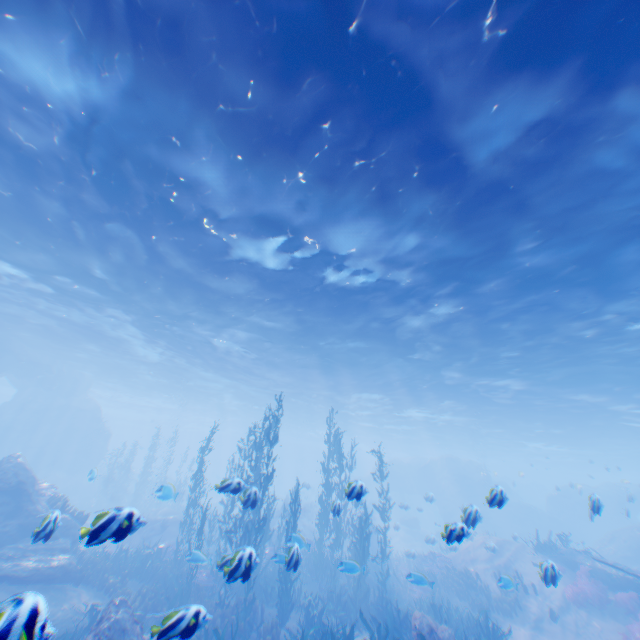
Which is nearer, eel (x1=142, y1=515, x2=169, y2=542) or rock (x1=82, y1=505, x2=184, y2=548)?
rock (x1=82, y1=505, x2=184, y2=548)

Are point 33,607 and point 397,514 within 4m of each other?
no

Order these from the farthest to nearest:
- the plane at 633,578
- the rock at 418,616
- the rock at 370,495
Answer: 1. the plane at 633,578
2. the rock at 418,616
3. the rock at 370,495

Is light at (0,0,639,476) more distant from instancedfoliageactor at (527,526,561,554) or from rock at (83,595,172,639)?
instancedfoliageactor at (527,526,561,554)

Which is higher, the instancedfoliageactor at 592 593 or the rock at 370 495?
the rock at 370 495

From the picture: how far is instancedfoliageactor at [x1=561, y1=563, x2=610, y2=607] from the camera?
14.18m

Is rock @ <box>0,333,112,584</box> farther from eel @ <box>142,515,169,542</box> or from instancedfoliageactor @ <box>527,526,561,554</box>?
instancedfoliageactor @ <box>527,526,561,554</box>

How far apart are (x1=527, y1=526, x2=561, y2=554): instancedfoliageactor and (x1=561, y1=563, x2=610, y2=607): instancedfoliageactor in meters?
2.4 m
